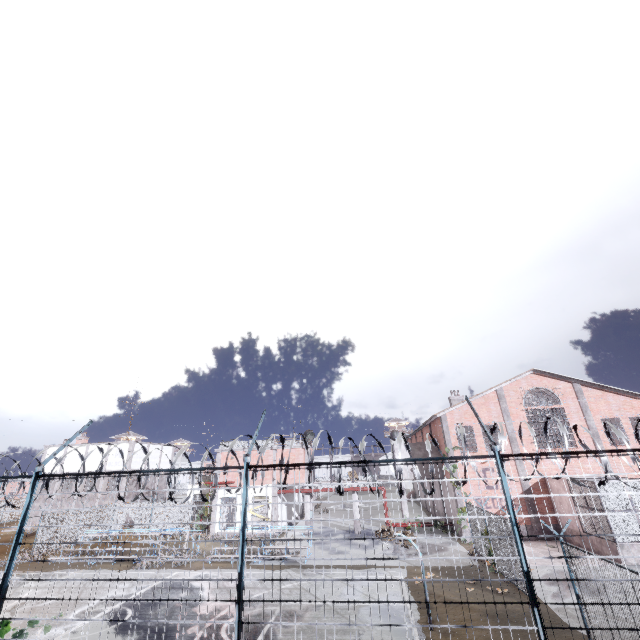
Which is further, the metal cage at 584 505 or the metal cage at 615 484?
the metal cage at 584 505

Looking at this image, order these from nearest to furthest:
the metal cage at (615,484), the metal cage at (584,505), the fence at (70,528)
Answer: the fence at (70,528)
the metal cage at (615,484)
the metal cage at (584,505)

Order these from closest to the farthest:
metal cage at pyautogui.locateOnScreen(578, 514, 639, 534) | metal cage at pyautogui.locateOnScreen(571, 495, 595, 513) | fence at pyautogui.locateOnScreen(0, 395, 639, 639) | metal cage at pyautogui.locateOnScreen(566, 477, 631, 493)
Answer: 1. fence at pyautogui.locateOnScreen(0, 395, 639, 639)
2. metal cage at pyautogui.locateOnScreen(578, 514, 639, 534)
3. metal cage at pyautogui.locateOnScreen(566, 477, 631, 493)
4. metal cage at pyautogui.locateOnScreen(571, 495, 595, 513)

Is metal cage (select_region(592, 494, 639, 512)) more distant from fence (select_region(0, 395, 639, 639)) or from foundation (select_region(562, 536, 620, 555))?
fence (select_region(0, 395, 639, 639))

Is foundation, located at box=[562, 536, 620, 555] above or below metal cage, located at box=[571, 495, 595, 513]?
below

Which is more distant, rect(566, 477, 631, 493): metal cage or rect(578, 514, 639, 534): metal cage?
rect(566, 477, 631, 493): metal cage

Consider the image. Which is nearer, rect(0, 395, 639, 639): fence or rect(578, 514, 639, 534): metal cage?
rect(0, 395, 639, 639): fence

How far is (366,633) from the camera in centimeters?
1126cm
